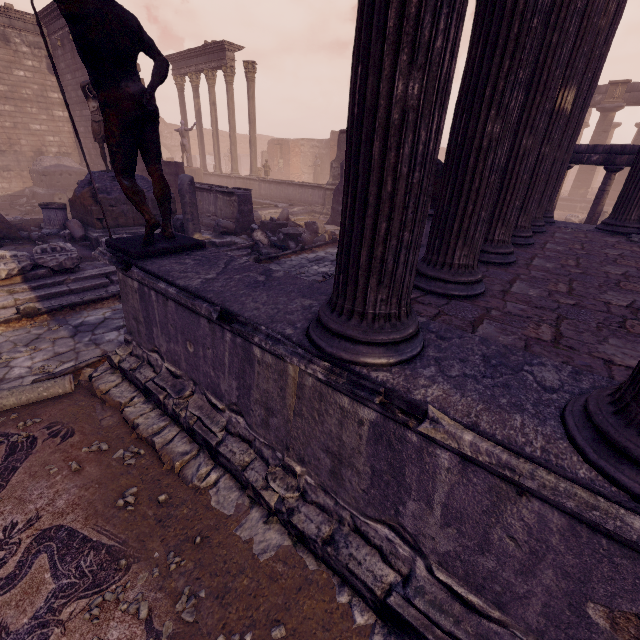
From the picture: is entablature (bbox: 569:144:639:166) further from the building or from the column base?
the column base

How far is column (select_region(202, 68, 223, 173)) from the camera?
18.8m

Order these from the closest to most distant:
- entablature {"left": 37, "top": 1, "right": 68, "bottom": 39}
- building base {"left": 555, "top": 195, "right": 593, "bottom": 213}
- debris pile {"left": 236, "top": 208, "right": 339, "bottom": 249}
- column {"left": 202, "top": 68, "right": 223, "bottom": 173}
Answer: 1. debris pile {"left": 236, "top": 208, "right": 339, "bottom": 249}
2. entablature {"left": 37, "top": 1, "right": 68, "bottom": 39}
3. column {"left": 202, "top": 68, "right": 223, "bottom": 173}
4. building base {"left": 555, "top": 195, "right": 593, "bottom": 213}

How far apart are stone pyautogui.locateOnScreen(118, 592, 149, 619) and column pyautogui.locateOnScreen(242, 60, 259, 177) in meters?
19.9

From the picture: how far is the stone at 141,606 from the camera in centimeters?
193cm

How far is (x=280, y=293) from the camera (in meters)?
2.59

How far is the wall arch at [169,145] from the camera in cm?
3375

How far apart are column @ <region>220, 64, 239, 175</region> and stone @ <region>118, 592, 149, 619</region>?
21.3m
